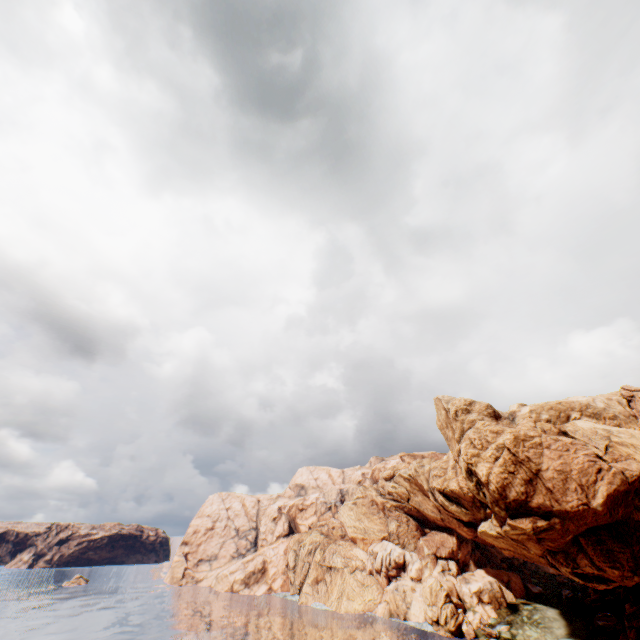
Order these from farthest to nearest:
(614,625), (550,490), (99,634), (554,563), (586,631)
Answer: (99,634) → (586,631) → (614,625) → (554,563) → (550,490)
